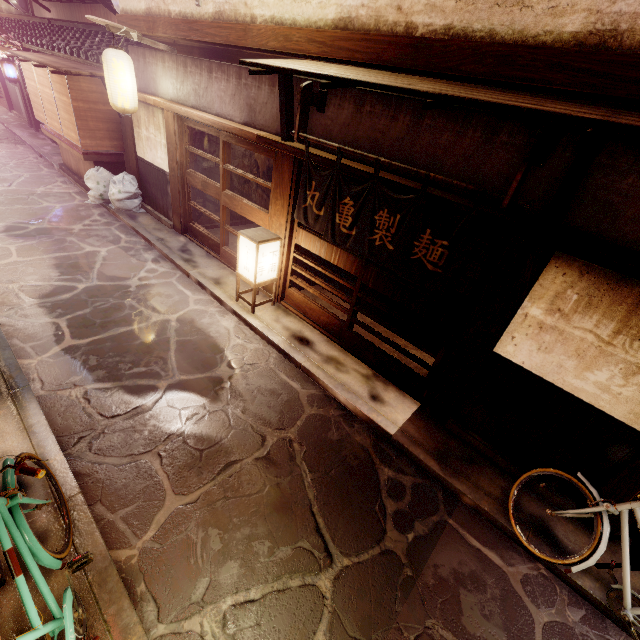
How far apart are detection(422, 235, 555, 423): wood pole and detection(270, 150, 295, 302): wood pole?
6.4m

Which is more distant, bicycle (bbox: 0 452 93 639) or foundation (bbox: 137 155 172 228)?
foundation (bbox: 137 155 172 228)

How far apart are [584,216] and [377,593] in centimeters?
785cm

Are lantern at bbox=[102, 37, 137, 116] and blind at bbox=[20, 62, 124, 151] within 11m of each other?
yes

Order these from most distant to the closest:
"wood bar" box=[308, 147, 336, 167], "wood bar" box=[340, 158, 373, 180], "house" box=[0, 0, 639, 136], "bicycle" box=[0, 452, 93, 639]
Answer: "wood bar" box=[308, 147, 336, 167] < "wood bar" box=[340, 158, 373, 180] < "house" box=[0, 0, 639, 136] < "bicycle" box=[0, 452, 93, 639]

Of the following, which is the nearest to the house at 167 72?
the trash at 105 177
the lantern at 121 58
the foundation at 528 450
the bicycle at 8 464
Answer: the lantern at 121 58

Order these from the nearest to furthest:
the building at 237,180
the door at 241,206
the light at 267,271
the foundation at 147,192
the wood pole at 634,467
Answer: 1. the wood pole at 634,467
2. the light at 267,271
3. the door at 241,206
4. the foundation at 147,192
5. the building at 237,180

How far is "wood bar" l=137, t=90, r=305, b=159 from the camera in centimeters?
934cm
